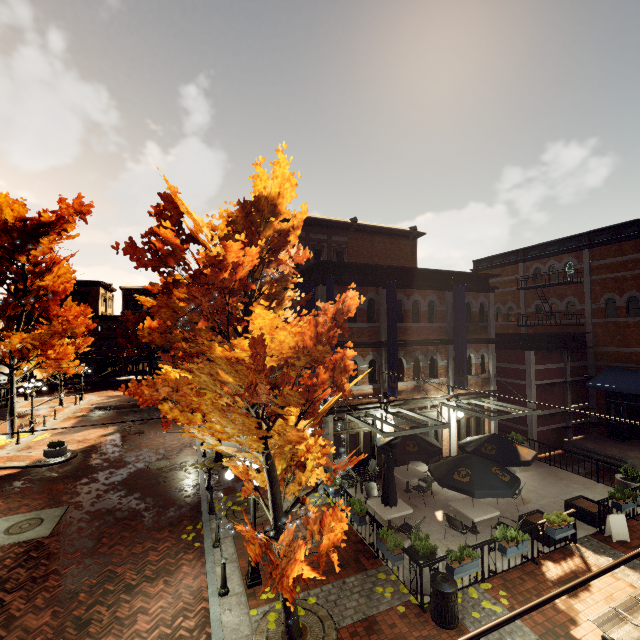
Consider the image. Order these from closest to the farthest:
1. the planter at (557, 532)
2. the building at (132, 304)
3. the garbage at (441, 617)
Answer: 1. the garbage at (441, 617)
2. the planter at (557, 532)
3. the building at (132, 304)

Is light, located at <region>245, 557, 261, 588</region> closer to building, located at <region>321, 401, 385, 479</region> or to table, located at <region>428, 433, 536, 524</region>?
building, located at <region>321, 401, 385, 479</region>

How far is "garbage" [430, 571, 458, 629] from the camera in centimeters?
720cm

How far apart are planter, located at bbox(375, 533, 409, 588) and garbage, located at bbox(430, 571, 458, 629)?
0.30m

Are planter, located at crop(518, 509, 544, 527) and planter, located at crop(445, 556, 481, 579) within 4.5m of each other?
yes

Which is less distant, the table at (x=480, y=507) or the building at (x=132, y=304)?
the table at (x=480, y=507)

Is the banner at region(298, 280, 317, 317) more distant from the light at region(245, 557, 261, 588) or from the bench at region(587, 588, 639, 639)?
the bench at region(587, 588, 639, 639)

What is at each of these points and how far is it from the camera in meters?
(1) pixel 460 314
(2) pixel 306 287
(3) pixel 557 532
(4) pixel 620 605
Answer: (1) banner, 15.8
(2) banner, 13.6
(3) planter, 9.3
(4) bench, 7.2
